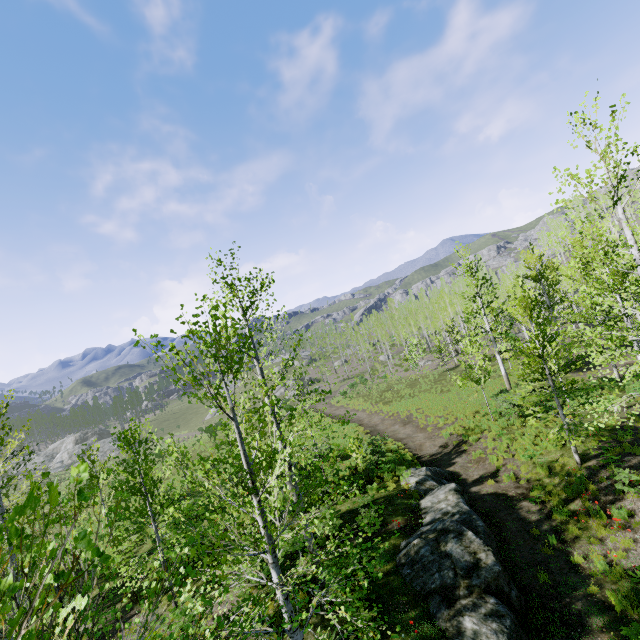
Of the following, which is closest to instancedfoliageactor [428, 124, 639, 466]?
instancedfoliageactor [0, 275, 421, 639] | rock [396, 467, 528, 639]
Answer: rock [396, 467, 528, 639]

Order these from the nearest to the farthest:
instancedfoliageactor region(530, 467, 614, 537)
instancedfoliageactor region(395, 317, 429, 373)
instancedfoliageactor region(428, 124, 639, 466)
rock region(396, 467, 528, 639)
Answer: rock region(396, 467, 528, 639) → instancedfoliageactor region(428, 124, 639, 466) → instancedfoliageactor region(530, 467, 614, 537) → instancedfoliageactor region(395, 317, 429, 373)

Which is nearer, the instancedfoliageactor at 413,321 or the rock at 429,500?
the rock at 429,500

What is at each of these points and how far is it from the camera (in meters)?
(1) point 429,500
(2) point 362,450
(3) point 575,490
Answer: (1) rock, 12.62
(2) instancedfoliageactor, 13.54
(3) instancedfoliageactor, 11.59

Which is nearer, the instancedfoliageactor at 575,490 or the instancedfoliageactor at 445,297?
the instancedfoliageactor at 445,297

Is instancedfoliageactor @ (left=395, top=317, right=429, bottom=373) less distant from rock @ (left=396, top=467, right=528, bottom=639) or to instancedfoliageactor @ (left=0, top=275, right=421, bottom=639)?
rock @ (left=396, top=467, right=528, bottom=639)

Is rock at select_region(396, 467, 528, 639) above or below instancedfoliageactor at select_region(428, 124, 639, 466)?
below
